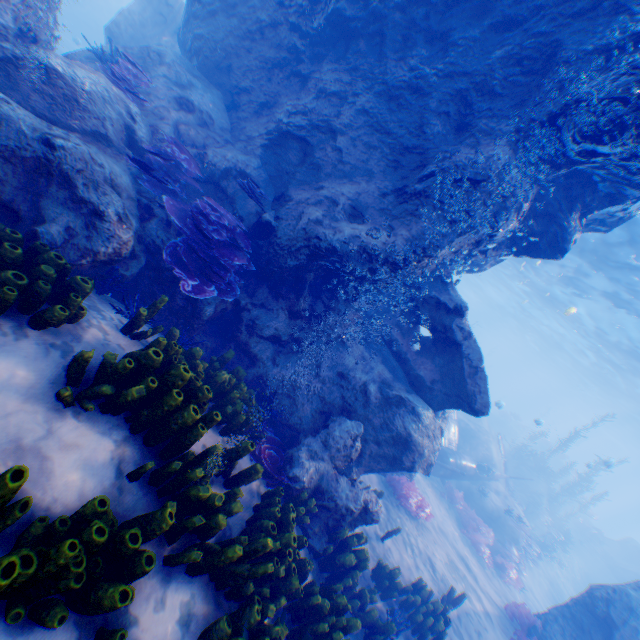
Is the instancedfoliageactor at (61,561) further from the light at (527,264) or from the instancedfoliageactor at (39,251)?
the light at (527,264)

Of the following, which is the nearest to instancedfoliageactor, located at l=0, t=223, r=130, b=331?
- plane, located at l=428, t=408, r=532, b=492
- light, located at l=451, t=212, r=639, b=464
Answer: light, located at l=451, t=212, r=639, b=464

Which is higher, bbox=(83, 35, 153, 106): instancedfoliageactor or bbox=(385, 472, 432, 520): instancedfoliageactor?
bbox=(83, 35, 153, 106): instancedfoliageactor

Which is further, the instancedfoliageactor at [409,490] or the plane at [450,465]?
the plane at [450,465]

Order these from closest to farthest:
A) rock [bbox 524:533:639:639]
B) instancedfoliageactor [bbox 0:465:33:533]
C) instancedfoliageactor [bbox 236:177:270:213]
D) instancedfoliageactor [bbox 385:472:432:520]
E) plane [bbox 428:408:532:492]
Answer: instancedfoliageactor [bbox 0:465:33:533]
instancedfoliageactor [bbox 236:177:270:213]
rock [bbox 524:533:639:639]
instancedfoliageactor [bbox 385:472:432:520]
plane [bbox 428:408:532:492]

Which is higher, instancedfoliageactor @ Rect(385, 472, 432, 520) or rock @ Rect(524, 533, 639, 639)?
rock @ Rect(524, 533, 639, 639)

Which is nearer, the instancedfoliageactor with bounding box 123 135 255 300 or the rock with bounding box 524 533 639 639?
the instancedfoliageactor with bounding box 123 135 255 300

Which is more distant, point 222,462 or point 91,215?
point 91,215
